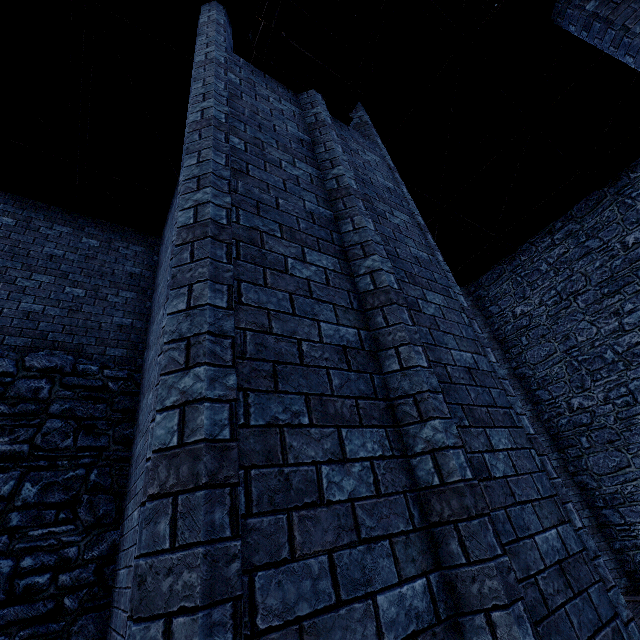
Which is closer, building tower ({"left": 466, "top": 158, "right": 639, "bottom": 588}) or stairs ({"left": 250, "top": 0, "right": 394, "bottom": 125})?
stairs ({"left": 250, "top": 0, "right": 394, "bottom": 125})

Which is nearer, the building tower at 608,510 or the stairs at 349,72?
the stairs at 349,72

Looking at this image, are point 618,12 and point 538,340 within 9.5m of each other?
yes
